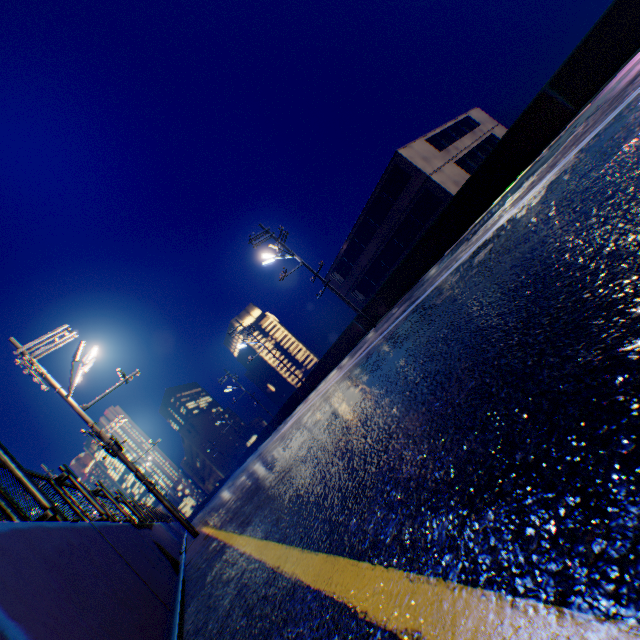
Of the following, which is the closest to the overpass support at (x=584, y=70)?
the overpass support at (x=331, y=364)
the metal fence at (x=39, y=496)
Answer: the metal fence at (x=39, y=496)

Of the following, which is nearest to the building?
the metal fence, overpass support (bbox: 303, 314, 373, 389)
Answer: overpass support (bbox: 303, 314, 373, 389)

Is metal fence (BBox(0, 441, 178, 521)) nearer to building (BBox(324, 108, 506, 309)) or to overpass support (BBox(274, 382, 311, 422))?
overpass support (BBox(274, 382, 311, 422))

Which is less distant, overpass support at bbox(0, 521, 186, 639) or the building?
overpass support at bbox(0, 521, 186, 639)

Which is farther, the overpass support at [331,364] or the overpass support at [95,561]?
the overpass support at [331,364]

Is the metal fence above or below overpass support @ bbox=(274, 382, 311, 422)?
above

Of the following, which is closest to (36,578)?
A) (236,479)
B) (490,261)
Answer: (490,261)

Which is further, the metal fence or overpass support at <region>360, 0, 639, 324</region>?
overpass support at <region>360, 0, 639, 324</region>
